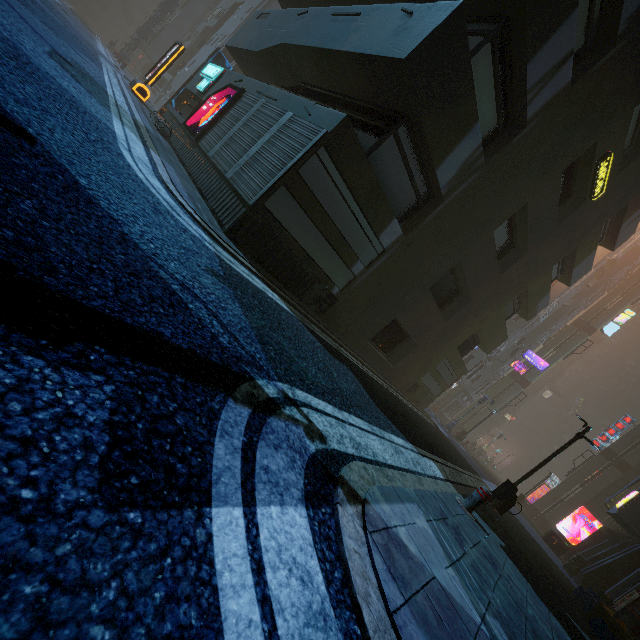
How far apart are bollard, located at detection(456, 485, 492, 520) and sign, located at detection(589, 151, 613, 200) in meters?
12.7 m

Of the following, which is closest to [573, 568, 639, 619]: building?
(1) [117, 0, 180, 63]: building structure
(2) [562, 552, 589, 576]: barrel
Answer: (1) [117, 0, 180, 63]: building structure

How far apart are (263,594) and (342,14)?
12.2 meters

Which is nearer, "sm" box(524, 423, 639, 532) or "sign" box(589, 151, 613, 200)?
"sign" box(589, 151, 613, 200)

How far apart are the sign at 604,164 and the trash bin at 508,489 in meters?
11.7 m

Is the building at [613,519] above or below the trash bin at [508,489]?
above

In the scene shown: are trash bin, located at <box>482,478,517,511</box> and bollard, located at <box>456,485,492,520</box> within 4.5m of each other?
yes

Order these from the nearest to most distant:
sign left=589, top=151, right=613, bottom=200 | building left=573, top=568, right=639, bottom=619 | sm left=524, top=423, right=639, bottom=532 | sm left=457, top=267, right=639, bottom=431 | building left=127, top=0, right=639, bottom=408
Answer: building left=127, top=0, right=639, bottom=408
building left=573, top=568, right=639, bottom=619
sign left=589, top=151, right=613, bottom=200
sm left=524, top=423, right=639, bottom=532
sm left=457, top=267, right=639, bottom=431
